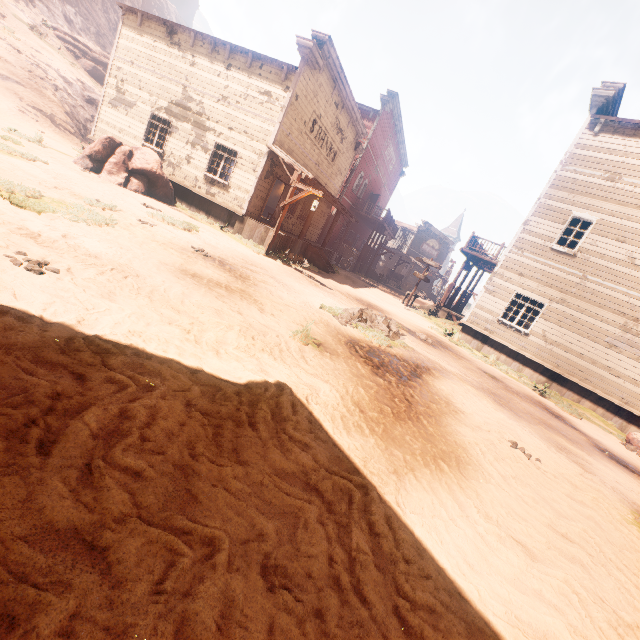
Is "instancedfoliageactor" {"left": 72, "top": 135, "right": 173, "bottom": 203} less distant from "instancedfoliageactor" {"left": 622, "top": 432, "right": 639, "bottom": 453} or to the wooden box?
the wooden box

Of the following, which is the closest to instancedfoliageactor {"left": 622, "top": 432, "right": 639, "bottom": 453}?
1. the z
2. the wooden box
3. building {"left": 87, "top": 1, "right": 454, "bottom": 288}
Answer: the z

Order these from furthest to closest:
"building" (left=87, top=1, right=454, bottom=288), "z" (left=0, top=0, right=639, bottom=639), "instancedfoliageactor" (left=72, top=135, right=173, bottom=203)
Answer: "building" (left=87, top=1, right=454, bottom=288)
"instancedfoliageactor" (left=72, top=135, right=173, bottom=203)
"z" (left=0, top=0, right=639, bottom=639)

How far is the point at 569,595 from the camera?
2.62m

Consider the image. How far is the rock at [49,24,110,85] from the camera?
32.2 meters

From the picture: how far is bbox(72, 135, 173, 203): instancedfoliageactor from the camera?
12.37m

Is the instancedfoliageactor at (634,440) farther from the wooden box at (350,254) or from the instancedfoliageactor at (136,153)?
the instancedfoliageactor at (136,153)

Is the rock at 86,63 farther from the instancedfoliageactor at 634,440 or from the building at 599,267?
the instancedfoliageactor at 634,440
